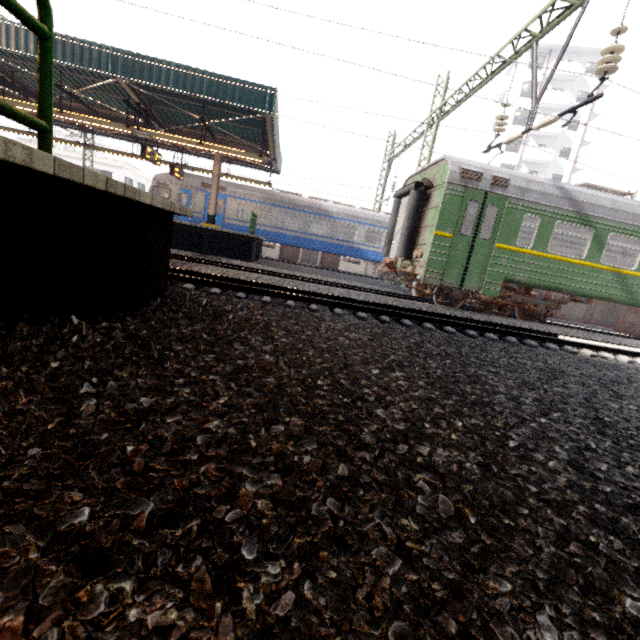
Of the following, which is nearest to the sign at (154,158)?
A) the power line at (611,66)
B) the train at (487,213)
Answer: the train at (487,213)

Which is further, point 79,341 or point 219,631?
point 79,341

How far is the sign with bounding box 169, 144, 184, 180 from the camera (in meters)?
15.70

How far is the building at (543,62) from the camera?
36.41m

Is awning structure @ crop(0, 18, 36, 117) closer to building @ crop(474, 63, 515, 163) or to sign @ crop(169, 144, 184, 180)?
sign @ crop(169, 144, 184, 180)

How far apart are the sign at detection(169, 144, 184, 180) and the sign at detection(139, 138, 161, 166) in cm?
164

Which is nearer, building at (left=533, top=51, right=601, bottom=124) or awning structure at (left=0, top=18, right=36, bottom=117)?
awning structure at (left=0, top=18, right=36, bottom=117)

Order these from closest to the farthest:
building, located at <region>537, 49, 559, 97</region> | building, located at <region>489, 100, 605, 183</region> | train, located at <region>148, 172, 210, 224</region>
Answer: train, located at <region>148, 172, 210, 224</region>
building, located at <region>537, 49, 559, 97</region>
building, located at <region>489, 100, 605, 183</region>
